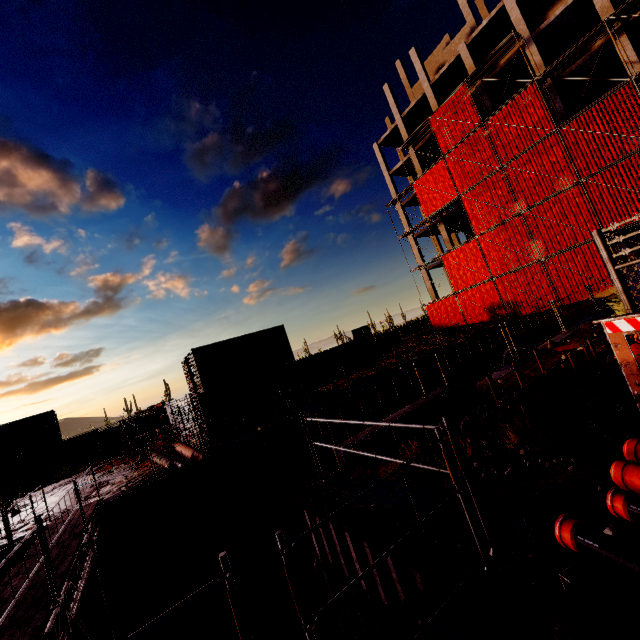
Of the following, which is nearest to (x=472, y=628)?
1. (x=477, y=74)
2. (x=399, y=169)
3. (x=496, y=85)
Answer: (x=477, y=74)

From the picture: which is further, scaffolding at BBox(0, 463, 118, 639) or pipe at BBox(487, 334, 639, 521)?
scaffolding at BBox(0, 463, 118, 639)

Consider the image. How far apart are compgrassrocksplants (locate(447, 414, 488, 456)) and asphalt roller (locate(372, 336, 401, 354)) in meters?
21.0

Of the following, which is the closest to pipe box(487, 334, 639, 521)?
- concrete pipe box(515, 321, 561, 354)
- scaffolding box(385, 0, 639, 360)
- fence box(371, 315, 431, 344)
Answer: scaffolding box(385, 0, 639, 360)

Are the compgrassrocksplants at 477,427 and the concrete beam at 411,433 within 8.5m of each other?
yes

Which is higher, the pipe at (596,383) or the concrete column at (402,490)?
the pipe at (596,383)

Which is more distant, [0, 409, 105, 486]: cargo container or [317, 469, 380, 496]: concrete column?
[0, 409, 105, 486]: cargo container

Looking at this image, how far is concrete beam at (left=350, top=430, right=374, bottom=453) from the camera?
6.2 meters
